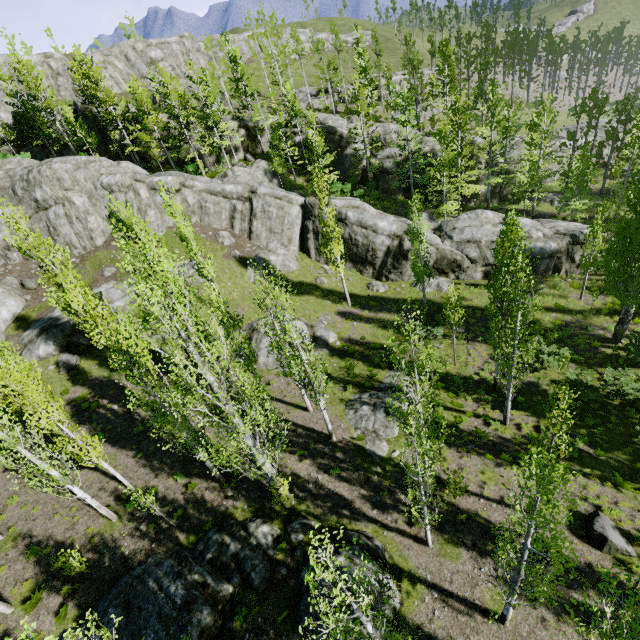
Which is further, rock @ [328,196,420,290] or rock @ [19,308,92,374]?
rock @ [328,196,420,290]

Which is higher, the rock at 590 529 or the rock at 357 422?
the rock at 357 422

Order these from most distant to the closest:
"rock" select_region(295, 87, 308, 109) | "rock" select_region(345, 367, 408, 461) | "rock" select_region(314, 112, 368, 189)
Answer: "rock" select_region(295, 87, 308, 109)
"rock" select_region(314, 112, 368, 189)
"rock" select_region(345, 367, 408, 461)

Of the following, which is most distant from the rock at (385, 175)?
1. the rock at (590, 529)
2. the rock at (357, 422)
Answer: the rock at (590, 529)

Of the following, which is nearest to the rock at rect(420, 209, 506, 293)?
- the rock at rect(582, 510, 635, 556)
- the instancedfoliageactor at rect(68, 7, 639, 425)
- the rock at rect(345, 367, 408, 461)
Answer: the instancedfoliageactor at rect(68, 7, 639, 425)

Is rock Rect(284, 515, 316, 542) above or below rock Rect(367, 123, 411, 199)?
below

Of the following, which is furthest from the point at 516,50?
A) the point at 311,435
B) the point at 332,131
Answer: the point at 311,435
